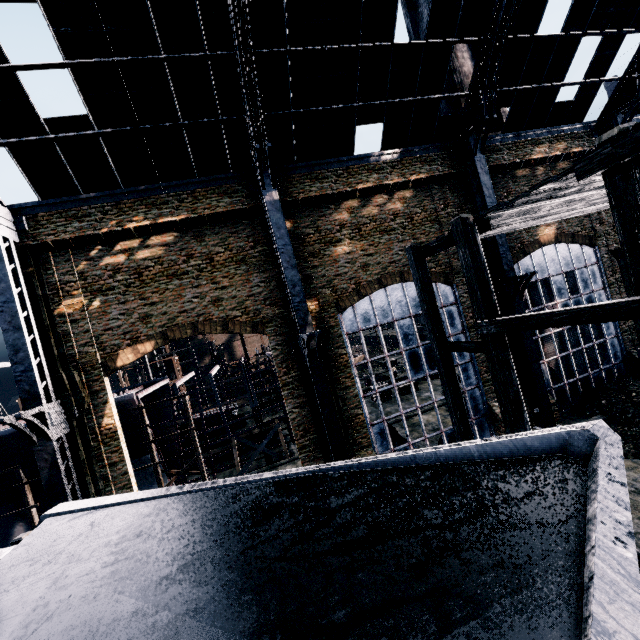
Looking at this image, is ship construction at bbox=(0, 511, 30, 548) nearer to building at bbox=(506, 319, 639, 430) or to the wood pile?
building at bbox=(506, 319, 639, 430)

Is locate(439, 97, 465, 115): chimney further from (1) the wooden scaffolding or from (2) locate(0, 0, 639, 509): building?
(1) the wooden scaffolding

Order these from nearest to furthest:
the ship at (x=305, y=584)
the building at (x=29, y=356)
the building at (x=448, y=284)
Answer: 1. the ship at (x=305, y=584)
2. the building at (x=29, y=356)
3. the building at (x=448, y=284)

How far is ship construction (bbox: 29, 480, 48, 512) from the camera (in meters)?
21.20

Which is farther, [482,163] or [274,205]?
[482,163]

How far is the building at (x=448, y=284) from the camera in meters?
19.8

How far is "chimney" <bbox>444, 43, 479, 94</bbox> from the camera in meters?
24.3 m

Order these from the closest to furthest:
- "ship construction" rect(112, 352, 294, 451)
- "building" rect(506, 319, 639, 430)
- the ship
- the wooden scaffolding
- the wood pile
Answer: the ship < the wooden scaffolding < "building" rect(506, 319, 639, 430) < "ship construction" rect(112, 352, 294, 451) < the wood pile
